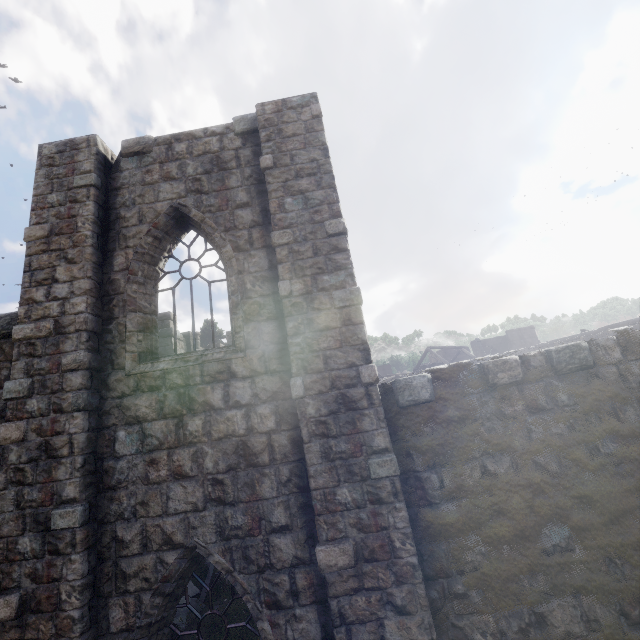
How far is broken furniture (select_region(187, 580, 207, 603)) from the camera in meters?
8.0 m

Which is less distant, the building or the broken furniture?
the building

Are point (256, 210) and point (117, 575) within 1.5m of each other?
no

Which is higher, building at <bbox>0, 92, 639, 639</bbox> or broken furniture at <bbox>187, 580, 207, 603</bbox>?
building at <bbox>0, 92, 639, 639</bbox>

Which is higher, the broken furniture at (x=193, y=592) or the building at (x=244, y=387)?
the building at (x=244, y=387)

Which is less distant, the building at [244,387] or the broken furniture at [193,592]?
the building at [244,387]
